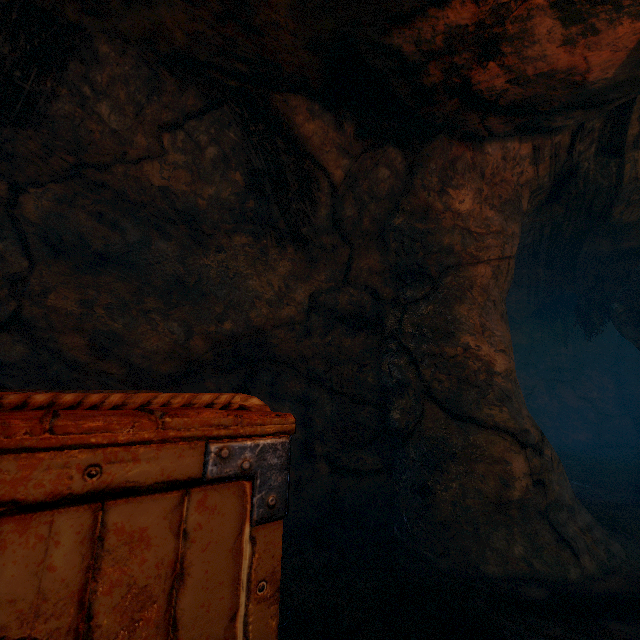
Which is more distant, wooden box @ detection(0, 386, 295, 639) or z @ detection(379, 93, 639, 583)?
z @ detection(379, 93, 639, 583)

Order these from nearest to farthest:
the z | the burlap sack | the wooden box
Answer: the wooden box
the burlap sack
the z

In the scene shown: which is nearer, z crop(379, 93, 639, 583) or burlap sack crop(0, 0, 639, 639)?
burlap sack crop(0, 0, 639, 639)

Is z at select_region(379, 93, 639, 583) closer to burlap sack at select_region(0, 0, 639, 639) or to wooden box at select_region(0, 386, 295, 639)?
burlap sack at select_region(0, 0, 639, 639)

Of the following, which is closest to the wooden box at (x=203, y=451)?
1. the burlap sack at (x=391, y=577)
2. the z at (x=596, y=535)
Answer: the burlap sack at (x=391, y=577)

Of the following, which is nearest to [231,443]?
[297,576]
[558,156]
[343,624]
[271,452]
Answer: [271,452]
